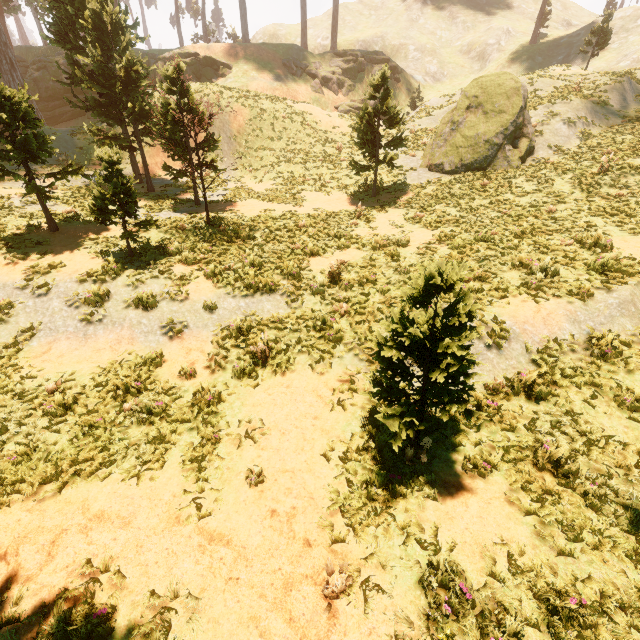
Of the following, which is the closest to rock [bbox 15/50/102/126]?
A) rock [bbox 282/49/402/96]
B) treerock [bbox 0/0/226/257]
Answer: treerock [bbox 0/0/226/257]

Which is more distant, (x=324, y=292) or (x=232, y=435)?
(x=324, y=292)

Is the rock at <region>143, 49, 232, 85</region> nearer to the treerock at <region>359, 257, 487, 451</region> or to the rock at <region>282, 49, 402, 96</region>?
the treerock at <region>359, 257, 487, 451</region>

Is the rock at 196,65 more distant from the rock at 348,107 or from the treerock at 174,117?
the rock at 348,107

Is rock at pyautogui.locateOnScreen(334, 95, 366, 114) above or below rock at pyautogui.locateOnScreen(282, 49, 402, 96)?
below

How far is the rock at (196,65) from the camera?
32.5m

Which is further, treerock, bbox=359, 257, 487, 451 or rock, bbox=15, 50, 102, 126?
rock, bbox=15, 50, 102, 126
